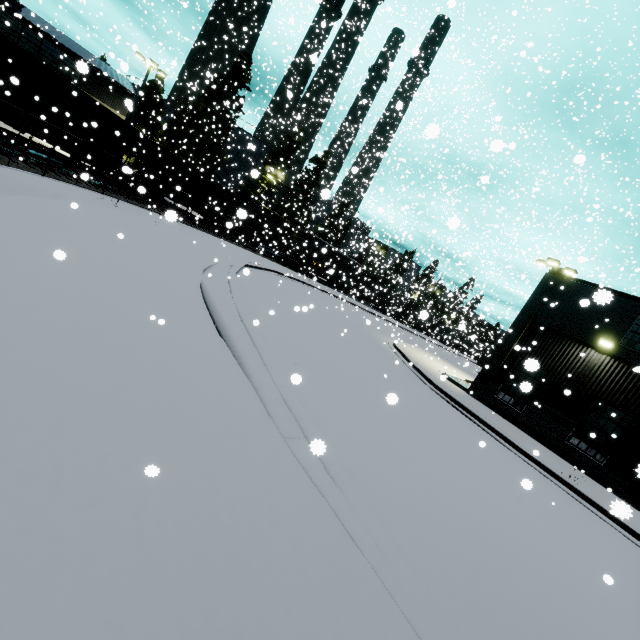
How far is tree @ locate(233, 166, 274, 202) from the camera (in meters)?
33.06

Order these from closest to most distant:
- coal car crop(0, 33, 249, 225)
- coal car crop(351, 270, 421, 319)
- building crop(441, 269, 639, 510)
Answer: building crop(441, 269, 639, 510), coal car crop(0, 33, 249, 225), coal car crop(351, 270, 421, 319)

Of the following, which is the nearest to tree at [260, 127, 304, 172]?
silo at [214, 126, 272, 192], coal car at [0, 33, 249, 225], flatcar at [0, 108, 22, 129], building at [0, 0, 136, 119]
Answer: silo at [214, 126, 272, 192]

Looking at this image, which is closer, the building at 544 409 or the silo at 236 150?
the building at 544 409

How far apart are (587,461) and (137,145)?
33.7m

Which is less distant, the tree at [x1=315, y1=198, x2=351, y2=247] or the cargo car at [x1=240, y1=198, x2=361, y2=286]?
the cargo car at [x1=240, y1=198, x2=361, y2=286]

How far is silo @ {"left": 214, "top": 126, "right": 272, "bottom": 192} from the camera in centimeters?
4494cm

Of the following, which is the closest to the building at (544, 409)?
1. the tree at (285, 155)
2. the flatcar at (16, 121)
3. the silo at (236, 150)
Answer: the silo at (236, 150)
